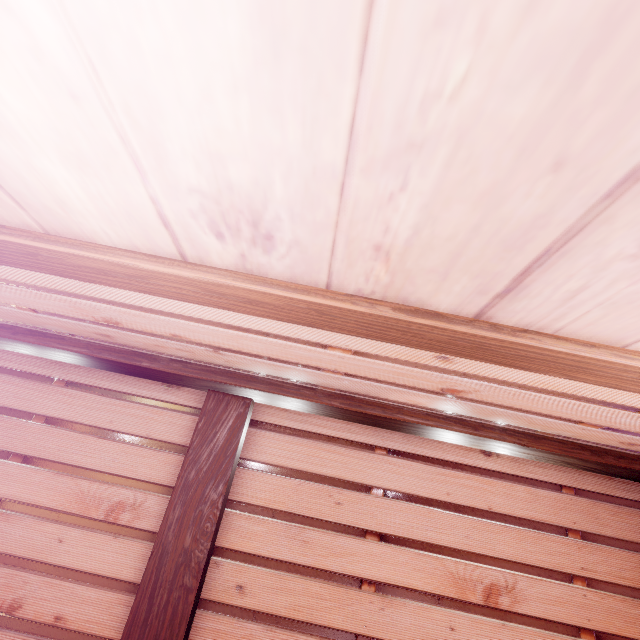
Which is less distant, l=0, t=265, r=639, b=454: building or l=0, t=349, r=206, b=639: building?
l=0, t=265, r=639, b=454: building

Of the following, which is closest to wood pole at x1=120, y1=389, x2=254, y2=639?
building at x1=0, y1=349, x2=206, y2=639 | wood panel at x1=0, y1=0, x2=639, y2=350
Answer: building at x1=0, y1=349, x2=206, y2=639

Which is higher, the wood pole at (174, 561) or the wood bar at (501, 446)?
the wood bar at (501, 446)

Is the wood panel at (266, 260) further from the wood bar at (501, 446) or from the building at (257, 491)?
the building at (257, 491)

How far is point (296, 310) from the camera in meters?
2.2

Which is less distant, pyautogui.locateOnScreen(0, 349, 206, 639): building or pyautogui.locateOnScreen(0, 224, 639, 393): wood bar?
pyautogui.locateOnScreen(0, 224, 639, 393): wood bar

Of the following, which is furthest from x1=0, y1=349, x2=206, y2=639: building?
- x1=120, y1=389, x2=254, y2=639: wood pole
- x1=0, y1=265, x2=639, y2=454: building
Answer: x1=0, y1=265, x2=639, y2=454: building

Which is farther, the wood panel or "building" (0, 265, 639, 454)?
"building" (0, 265, 639, 454)
